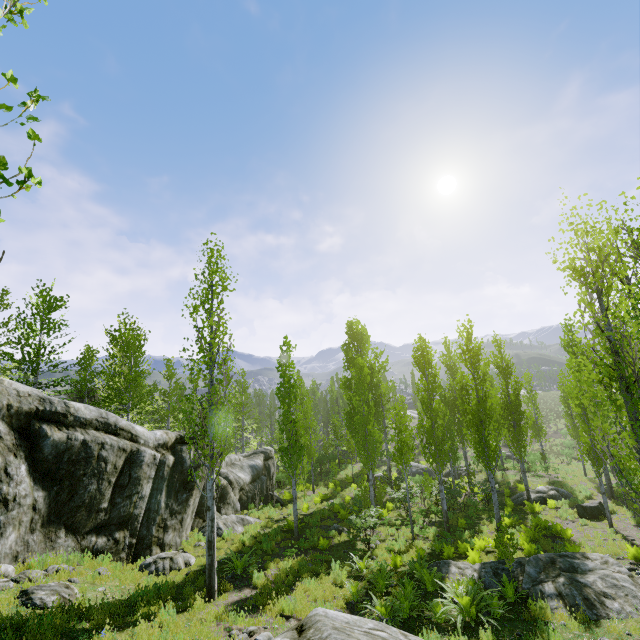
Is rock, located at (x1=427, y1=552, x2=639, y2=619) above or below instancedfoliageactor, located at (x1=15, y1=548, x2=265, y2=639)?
below

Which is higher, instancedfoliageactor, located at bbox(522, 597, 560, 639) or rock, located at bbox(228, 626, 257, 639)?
rock, located at bbox(228, 626, 257, 639)

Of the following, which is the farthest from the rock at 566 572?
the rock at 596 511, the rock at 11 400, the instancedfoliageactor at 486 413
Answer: the rock at 596 511

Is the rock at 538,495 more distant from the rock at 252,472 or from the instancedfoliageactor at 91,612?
the rock at 252,472

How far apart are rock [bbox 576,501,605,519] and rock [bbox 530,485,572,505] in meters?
2.8

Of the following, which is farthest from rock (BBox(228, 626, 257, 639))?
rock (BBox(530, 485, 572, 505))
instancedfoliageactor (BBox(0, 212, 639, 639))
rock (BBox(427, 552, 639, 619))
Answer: rock (BBox(530, 485, 572, 505))

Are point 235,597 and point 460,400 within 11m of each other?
no

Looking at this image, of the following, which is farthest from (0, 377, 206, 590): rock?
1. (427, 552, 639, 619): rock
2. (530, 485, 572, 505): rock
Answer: (530, 485, 572, 505): rock
